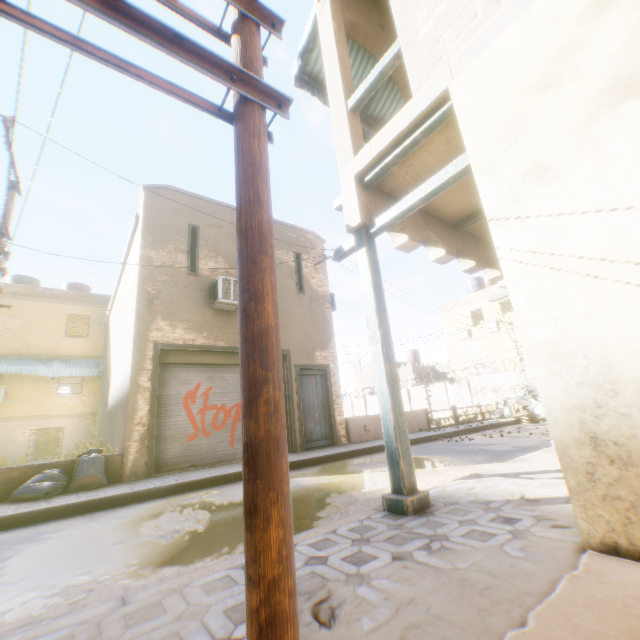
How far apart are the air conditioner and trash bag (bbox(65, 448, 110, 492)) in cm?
223

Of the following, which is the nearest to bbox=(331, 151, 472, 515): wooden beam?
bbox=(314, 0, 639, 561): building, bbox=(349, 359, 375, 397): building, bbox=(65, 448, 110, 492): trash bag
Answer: bbox=(314, 0, 639, 561): building

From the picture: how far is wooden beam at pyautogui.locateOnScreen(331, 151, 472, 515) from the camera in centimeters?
313cm

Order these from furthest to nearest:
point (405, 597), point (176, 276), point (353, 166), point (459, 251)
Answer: point (176, 276), point (459, 251), point (353, 166), point (405, 597)

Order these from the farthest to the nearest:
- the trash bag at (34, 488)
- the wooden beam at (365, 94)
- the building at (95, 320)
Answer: the building at (95, 320) < the trash bag at (34, 488) < the wooden beam at (365, 94)

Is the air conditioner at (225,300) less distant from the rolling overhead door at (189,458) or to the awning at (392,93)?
the rolling overhead door at (189,458)

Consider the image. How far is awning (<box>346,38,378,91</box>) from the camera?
6.7m
